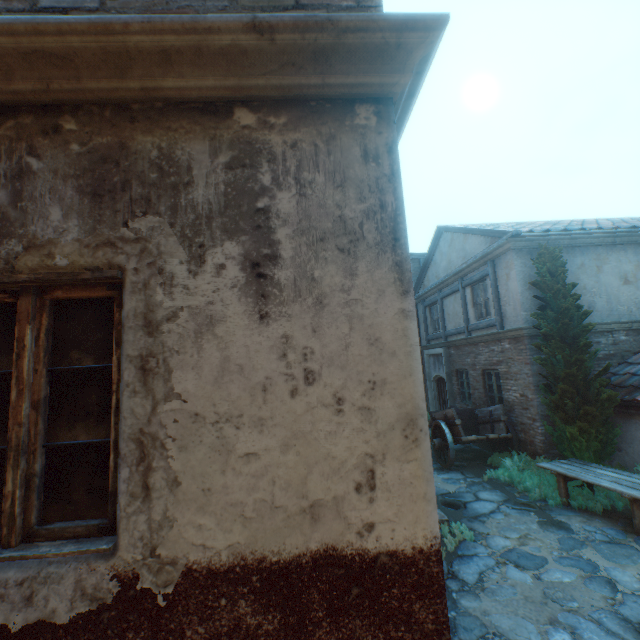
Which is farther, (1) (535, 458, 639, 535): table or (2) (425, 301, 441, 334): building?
(2) (425, 301, 441, 334): building

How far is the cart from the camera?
9.2 meters

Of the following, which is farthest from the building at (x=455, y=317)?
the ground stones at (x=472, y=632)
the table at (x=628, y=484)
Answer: the table at (x=628, y=484)

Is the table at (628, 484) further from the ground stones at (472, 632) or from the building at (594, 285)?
the building at (594, 285)

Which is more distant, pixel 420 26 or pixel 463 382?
pixel 463 382

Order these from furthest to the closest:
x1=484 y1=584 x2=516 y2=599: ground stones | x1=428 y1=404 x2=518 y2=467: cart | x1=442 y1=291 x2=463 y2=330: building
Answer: x1=442 y1=291 x2=463 y2=330: building → x1=428 y1=404 x2=518 y2=467: cart → x1=484 y1=584 x2=516 y2=599: ground stones

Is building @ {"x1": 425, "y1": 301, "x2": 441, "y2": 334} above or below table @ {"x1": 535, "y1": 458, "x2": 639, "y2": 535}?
above

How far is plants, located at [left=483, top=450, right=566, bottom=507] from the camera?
7.1m
